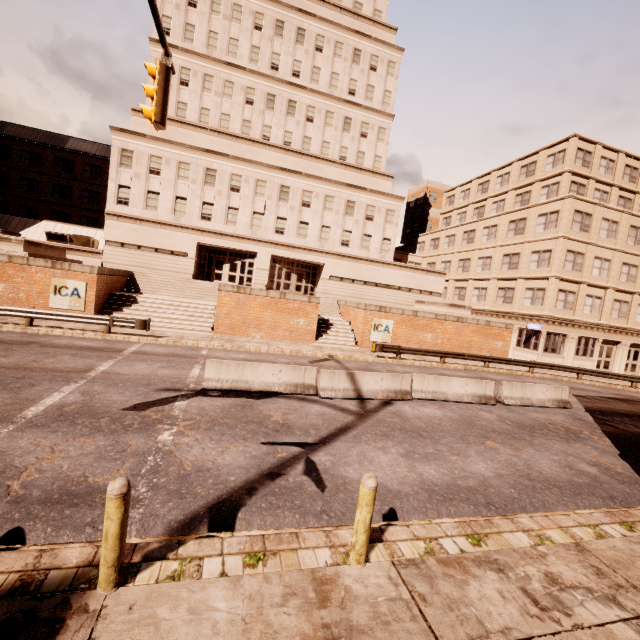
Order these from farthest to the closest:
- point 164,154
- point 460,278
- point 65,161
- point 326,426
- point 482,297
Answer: point 65,161 → point 460,278 → point 482,297 → point 164,154 → point 326,426

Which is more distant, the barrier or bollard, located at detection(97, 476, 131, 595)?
the barrier

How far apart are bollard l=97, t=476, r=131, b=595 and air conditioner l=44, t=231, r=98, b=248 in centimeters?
3301cm

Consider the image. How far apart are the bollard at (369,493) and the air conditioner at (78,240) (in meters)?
34.24

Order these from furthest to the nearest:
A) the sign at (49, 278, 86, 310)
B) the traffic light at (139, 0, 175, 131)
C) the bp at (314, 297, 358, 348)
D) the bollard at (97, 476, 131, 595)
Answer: the bp at (314, 297, 358, 348), the sign at (49, 278, 86, 310), the traffic light at (139, 0, 175, 131), the bollard at (97, 476, 131, 595)

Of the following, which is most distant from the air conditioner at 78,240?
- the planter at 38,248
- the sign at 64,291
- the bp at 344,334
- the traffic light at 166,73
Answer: the traffic light at 166,73

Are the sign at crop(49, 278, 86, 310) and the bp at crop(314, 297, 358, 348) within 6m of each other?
no

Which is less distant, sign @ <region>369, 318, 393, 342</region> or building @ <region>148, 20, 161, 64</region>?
sign @ <region>369, 318, 393, 342</region>
